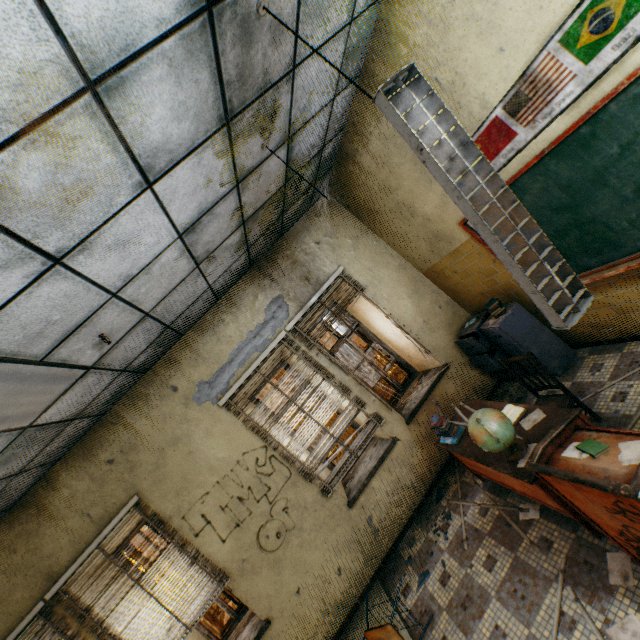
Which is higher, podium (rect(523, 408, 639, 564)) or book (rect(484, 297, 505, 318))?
book (rect(484, 297, 505, 318))

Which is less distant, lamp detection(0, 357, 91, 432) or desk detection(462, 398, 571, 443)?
lamp detection(0, 357, 91, 432)

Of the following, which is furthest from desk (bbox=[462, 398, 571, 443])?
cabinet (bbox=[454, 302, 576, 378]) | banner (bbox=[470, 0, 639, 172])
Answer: banner (bbox=[470, 0, 639, 172])

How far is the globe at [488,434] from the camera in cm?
259

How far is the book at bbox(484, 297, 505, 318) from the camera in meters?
4.1 m

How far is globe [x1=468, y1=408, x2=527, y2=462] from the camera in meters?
2.6

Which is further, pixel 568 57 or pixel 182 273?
pixel 182 273

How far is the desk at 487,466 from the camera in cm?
245
